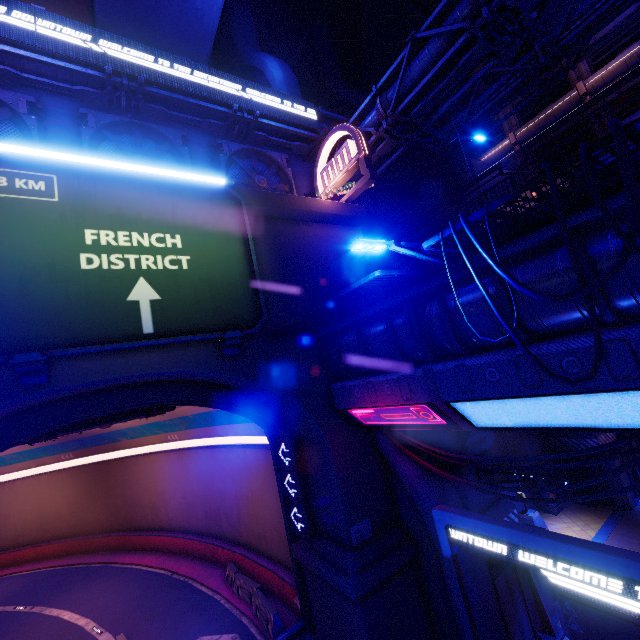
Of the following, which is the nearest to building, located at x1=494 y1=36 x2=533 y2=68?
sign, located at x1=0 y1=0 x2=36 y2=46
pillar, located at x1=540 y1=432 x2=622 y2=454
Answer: sign, located at x1=0 y1=0 x2=36 y2=46

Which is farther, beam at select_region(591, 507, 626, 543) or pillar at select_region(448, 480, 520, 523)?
beam at select_region(591, 507, 626, 543)

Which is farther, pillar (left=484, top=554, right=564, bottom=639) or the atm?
the atm

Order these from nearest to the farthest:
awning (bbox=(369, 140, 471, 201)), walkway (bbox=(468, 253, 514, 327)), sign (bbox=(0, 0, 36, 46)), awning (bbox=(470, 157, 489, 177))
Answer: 1. walkway (bbox=(468, 253, 514, 327))
2. sign (bbox=(0, 0, 36, 46))
3. awning (bbox=(369, 140, 471, 201))
4. awning (bbox=(470, 157, 489, 177))

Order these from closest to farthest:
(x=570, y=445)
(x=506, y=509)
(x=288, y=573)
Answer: (x=506, y=509) → (x=288, y=573) → (x=570, y=445)

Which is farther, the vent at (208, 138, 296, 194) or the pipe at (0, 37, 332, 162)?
the vent at (208, 138, 296, 194)

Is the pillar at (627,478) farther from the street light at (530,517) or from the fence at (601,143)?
the fence at (601,143)

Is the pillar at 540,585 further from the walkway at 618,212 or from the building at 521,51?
the building at 521,51
